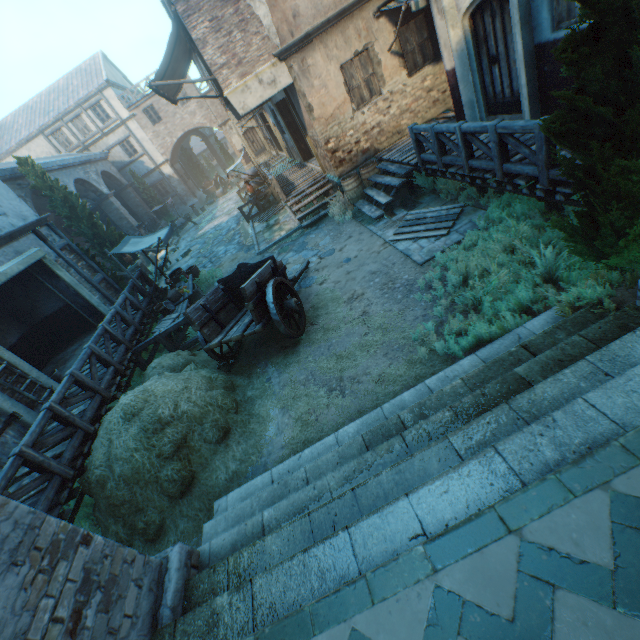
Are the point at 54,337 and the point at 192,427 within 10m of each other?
no

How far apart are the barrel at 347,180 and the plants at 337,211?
0.03m

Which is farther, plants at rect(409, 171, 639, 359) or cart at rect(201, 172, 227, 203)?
cart at rect(201, 172, 227, 203)

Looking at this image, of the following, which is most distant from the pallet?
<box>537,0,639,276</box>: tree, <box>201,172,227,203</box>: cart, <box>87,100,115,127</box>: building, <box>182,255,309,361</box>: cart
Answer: <box>201,172,227,203</box>: cart

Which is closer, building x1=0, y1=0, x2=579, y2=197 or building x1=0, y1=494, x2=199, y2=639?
building x1=0, y1=494, x2=199, y2=639

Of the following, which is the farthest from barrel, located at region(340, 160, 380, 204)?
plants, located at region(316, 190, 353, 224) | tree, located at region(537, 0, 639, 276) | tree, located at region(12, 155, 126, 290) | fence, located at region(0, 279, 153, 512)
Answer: tree, located at region(12, 155, 126, 290)

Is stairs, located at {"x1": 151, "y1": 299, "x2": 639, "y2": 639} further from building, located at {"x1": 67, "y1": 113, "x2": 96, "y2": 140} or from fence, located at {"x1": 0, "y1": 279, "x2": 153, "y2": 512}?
building, located at {"x1": 67, "y1": 113, "x2": 96, "y2": 140}

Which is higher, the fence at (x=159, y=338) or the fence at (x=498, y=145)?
the fence at (x=498, y=145)
